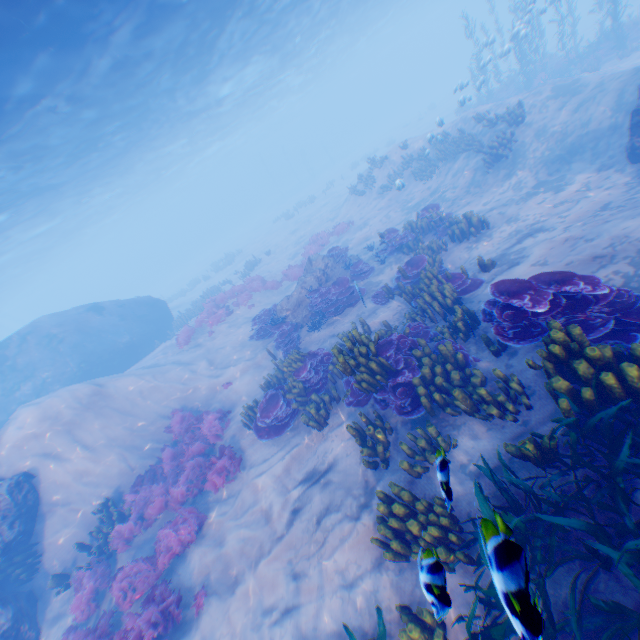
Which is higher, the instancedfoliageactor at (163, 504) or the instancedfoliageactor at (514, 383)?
the instancedfoliageactor at (514, 383)

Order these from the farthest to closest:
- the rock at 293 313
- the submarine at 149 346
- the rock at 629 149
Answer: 1. the submarine at 149 346
2. the rock at 293 313
3. the rock at 629 149

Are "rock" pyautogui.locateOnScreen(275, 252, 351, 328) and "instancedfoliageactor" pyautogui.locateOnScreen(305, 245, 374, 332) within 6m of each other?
yes

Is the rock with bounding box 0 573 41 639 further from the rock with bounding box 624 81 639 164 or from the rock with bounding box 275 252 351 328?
the rock with bounding box 275 252 351 328

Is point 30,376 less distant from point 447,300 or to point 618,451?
point 447,300

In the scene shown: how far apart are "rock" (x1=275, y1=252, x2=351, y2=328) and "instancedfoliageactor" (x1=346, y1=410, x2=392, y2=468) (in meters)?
7.37

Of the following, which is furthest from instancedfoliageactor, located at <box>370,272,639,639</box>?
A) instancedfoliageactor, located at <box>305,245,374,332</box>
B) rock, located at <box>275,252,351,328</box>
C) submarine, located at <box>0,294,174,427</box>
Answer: rock, located at <box>275,252,351,328</box>

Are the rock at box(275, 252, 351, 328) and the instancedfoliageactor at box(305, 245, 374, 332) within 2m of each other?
yes
